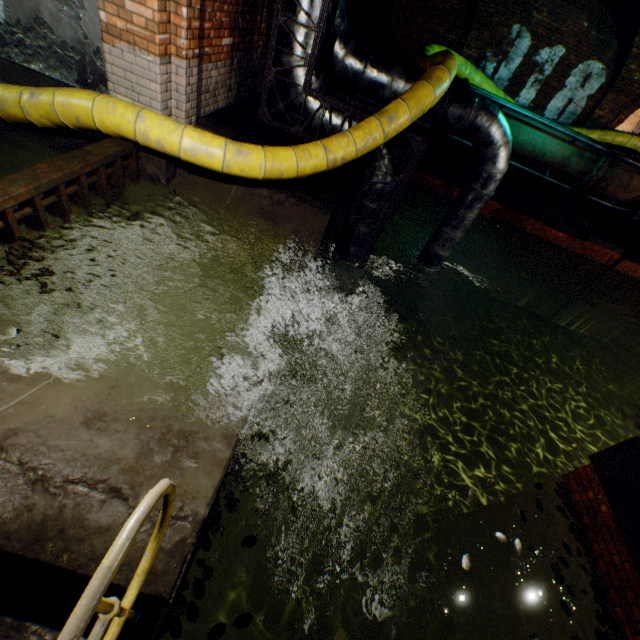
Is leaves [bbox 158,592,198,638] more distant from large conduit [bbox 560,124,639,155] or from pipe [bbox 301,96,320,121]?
pipe [bbox 301,96,320,121]

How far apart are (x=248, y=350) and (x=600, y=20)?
14.6m

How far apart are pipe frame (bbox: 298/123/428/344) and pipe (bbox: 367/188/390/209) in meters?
0.0

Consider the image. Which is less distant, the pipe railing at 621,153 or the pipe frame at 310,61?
the pipe frame at 310,61

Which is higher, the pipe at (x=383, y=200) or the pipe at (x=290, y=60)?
the pipe at (x=290, y=60)

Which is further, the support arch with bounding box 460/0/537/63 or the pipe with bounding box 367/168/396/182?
the support arch with bounding box 460/0/537/63

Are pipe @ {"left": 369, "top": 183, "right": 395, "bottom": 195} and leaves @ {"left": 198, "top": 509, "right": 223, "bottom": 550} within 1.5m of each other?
no
